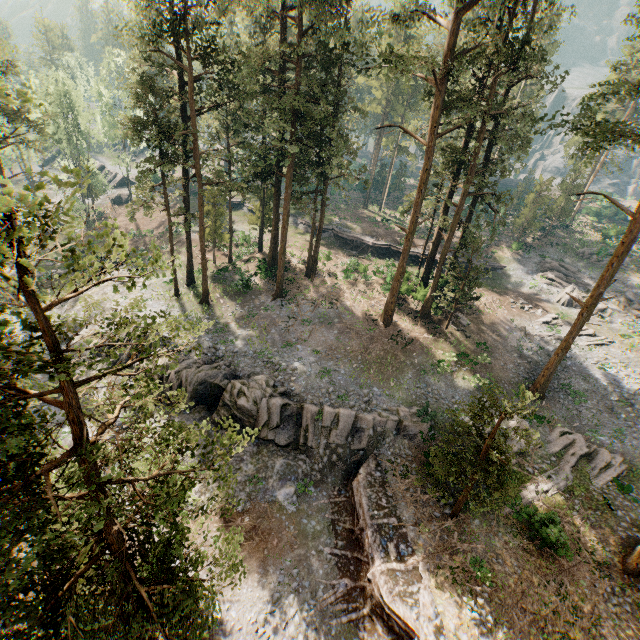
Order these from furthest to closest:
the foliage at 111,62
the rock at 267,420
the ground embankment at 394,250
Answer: the ground embankment at 394,250, the foliage at 111,62, the rock at 267,420

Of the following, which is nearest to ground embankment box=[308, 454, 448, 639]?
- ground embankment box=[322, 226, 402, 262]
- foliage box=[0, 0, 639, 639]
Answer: foliage box=[0, 0, 639, 639]

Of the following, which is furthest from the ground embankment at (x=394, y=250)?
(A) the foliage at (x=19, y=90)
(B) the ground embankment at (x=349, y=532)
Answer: (B) the ground embankment at (x=349, y=532)

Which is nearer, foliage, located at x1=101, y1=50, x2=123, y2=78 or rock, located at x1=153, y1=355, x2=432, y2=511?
rock, located at x1=153, y1=355, x2=432, y2=511

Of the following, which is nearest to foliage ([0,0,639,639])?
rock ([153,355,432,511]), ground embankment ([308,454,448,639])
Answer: ground embankment ([308,454,448,639])

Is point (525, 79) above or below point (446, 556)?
above

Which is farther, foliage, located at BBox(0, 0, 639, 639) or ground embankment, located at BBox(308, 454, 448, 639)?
ground embankment, located at BBox(308, 454, 448, 639)

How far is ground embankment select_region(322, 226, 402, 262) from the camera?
43.1 meters
